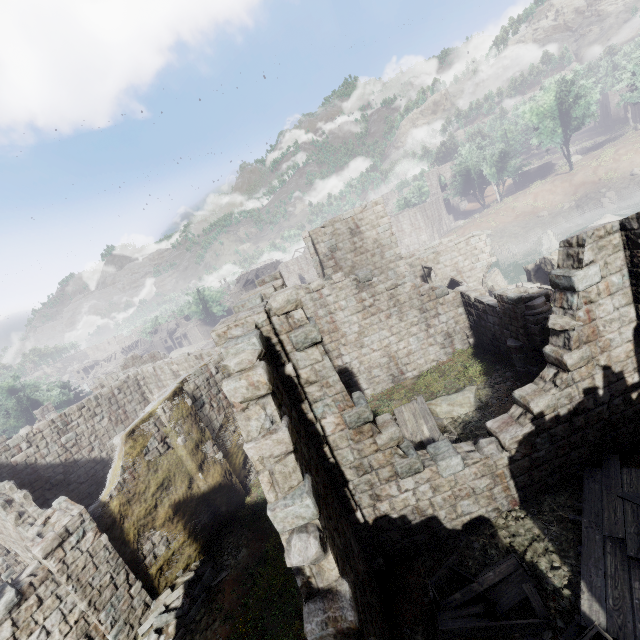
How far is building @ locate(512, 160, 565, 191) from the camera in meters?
53.9

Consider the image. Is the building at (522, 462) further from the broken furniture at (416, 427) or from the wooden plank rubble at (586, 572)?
the broken furniture at (416, 427)

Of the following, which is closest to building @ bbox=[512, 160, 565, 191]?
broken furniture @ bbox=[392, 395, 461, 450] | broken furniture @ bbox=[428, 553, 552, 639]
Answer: broken furniture @ bbox=[428, 553, 552, 639]

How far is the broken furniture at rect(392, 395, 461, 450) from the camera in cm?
1202

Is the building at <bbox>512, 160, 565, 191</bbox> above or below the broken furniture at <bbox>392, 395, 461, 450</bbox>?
above

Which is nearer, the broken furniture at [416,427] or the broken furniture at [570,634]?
the broken furniture at [570,634]

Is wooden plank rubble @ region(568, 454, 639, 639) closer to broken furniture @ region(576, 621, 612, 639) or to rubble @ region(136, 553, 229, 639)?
broken furniture @ region(576, 621, 612, 639)

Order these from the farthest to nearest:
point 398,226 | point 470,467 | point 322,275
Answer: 1. point 398,226
2. point 322,275
3. point 470,467
